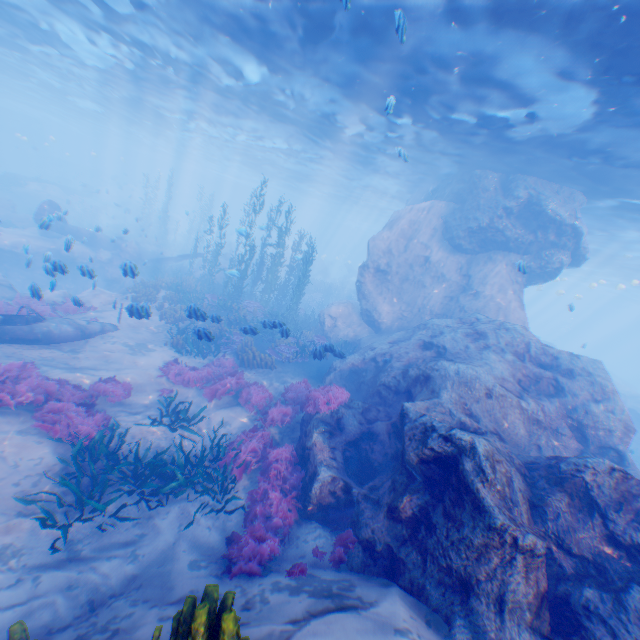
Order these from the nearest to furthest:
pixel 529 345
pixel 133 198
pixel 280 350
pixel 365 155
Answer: pixel 529 345 < pixel 280 350 < pixel 365 155 < pixel 133 198

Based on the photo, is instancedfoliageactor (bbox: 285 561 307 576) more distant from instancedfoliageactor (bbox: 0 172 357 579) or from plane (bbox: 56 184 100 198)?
plane (bbox: 56 184 100 198)

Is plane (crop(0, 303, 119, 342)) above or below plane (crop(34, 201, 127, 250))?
below

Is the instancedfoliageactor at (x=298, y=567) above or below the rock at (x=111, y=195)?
below

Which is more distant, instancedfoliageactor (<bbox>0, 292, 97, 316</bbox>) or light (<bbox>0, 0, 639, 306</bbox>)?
instancedfoliageactor (<bbox>0, 292, 97, 316</bbox>)

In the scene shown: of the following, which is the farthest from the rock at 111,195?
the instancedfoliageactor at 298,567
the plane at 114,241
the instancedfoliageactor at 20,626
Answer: the instancedfoliageactor at 20,626

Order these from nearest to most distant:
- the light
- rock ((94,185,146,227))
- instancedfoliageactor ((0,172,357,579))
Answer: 1. instancedfoliageactor ((0,172,357,579))
2. the light
3. rock ((94,185,146,227))

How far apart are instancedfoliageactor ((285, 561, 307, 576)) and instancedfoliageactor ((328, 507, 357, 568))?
0.5 meters
